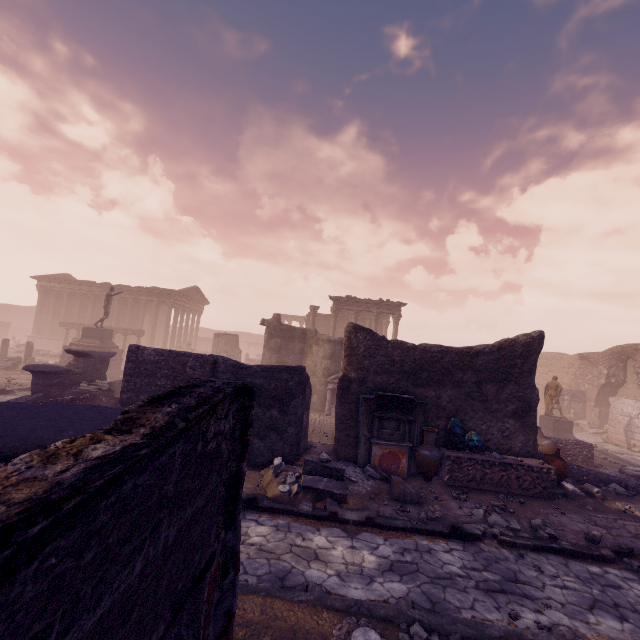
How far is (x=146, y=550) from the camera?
1.4 meters

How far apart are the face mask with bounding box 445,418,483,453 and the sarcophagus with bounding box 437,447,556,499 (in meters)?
0.03

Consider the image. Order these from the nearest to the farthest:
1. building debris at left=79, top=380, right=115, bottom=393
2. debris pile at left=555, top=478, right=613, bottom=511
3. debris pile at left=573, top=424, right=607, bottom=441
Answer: Answer: debris pile at left=555, top=478, right=613, bottom=511, building debris at left=79, top=380, right=115, bottom=393, debris pile at left=573, top=424, right=607, bottom=441

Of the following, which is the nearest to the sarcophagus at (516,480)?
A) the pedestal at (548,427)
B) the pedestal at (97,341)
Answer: the pedestal at (548,427)

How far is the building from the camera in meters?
33.5 m

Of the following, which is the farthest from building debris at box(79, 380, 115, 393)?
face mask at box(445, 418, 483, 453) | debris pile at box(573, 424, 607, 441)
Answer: debris pile at box(573, 424, 607, 441)

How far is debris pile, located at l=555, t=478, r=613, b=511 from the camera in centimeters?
810cm

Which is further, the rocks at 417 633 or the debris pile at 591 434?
the debris pile at 591 434
